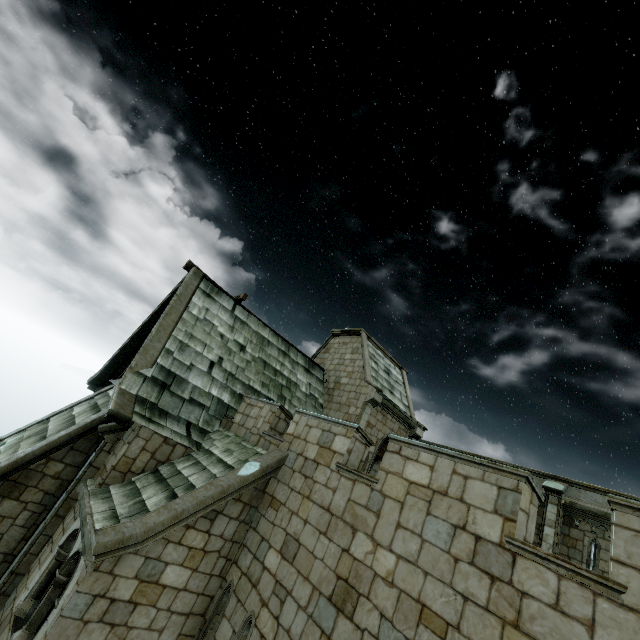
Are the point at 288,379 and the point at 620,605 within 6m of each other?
no
